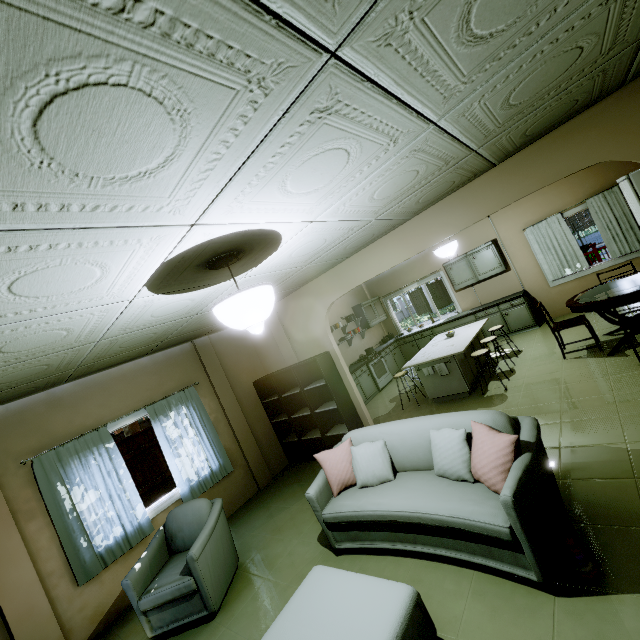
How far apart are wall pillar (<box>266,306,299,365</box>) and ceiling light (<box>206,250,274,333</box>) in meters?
3.2 m

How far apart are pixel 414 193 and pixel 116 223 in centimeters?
244cm

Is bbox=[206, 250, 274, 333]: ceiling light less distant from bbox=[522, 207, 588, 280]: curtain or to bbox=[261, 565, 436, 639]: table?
bbox=[261, 565, 436, 639]: table

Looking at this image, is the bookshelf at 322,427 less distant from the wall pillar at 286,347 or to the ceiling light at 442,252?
the wall pillar at 286,347

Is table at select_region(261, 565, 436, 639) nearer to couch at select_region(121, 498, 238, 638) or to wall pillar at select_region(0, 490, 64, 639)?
couch at select_region(121, 498, 238, 638)

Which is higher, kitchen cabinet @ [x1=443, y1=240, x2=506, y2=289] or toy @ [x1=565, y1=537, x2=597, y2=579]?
kitchen cabinet @ [x1=443, y1=240, x2=506, y2=289]

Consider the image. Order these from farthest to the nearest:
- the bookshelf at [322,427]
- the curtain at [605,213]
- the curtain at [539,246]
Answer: the curtain at [539,246] → the curtain at [605,213] → the bookshelf at [322,427]

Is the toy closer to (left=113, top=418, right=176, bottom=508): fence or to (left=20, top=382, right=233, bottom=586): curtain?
(left=20, top=382, right=233, bottom=586): curtain
